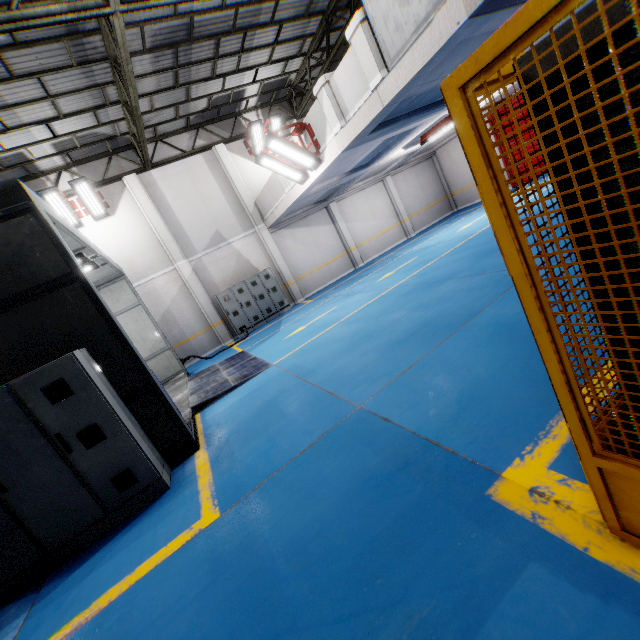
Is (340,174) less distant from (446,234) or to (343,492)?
(446,234)

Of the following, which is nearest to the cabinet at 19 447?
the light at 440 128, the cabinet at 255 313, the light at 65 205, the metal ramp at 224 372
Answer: the metal ramp at 224 372

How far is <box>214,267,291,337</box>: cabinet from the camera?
14.2m

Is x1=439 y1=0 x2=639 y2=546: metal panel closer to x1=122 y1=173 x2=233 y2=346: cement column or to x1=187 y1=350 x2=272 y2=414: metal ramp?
x1=187 y1=350 x2=272 y2=414: metal ramp

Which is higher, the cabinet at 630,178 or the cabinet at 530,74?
the cabinet at 530,74

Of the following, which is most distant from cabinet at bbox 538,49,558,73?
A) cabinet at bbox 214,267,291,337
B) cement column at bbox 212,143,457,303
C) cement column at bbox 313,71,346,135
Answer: cement column at bbox 212,143,457,303

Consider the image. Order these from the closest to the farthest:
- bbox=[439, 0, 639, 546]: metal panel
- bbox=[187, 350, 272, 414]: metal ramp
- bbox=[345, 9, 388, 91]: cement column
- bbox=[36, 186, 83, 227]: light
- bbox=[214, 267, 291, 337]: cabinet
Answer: bbox=[439, 0, 639, 546]: metal panel
bbox=[345, 9, 388, 91]: cement column
bbox=[187, 350, 272, 414]: metal ramp
bbox=[36, 186, 83, 227]: light
bbox=[214, 267, 291, 337]: cabinet

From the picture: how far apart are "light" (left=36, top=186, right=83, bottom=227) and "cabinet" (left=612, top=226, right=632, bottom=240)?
14.6m
